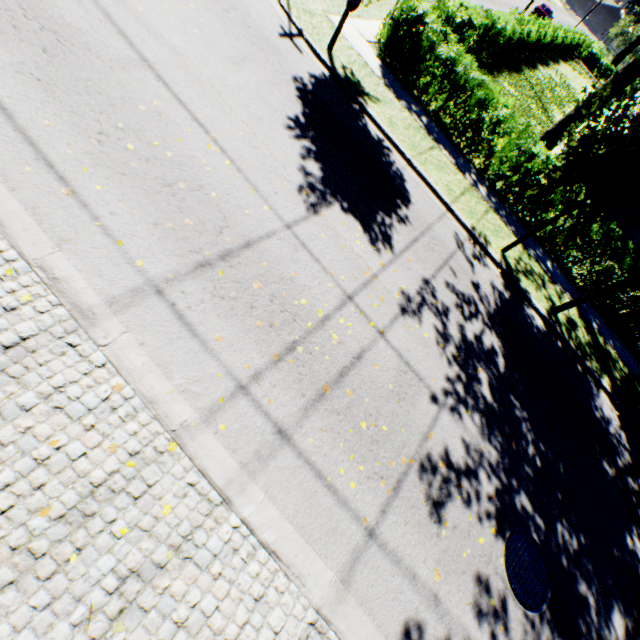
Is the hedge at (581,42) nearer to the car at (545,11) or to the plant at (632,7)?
the plant at (632,7)

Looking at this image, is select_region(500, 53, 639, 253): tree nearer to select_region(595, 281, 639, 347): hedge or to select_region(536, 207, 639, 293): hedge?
select_region(536, 207, 639, 293): hedge

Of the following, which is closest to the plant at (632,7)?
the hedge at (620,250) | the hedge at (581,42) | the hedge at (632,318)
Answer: the hedge at (581,42)

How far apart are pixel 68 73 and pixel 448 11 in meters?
13.0 m

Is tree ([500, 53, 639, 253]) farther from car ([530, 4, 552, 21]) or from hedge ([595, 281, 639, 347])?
car ([530, 4, 552, 21])

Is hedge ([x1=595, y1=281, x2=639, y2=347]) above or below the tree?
below

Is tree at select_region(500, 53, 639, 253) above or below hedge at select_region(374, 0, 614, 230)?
above

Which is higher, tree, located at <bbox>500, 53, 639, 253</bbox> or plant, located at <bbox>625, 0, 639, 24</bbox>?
plant, located at <bbox>625, 0, 639, 24</bbox>
